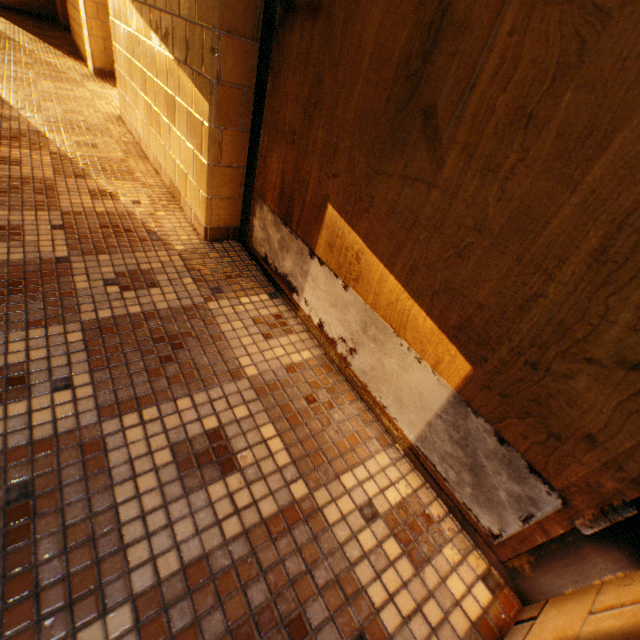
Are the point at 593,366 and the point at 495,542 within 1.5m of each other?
yes
